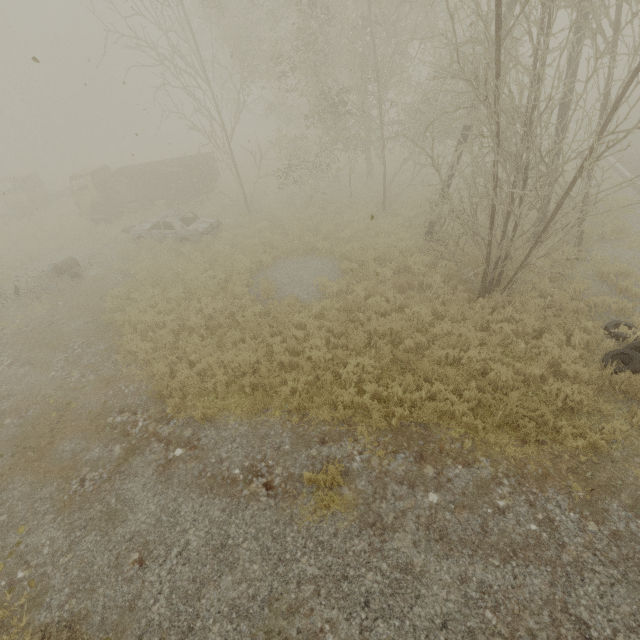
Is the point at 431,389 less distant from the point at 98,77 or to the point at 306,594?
the point at 306,594

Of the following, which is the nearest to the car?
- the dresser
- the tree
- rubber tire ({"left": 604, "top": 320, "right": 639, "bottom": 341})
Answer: the tree

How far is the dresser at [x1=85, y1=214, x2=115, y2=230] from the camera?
18.0 meters

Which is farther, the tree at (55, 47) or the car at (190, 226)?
the car at (190, 226)

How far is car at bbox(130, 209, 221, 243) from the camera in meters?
14.8

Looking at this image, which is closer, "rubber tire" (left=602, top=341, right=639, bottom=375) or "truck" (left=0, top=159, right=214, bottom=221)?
"rubber tire" (left=602, top=341, right=639, bottom=375)

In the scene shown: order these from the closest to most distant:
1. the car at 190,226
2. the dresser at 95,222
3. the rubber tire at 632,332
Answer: the rubber tire at 632,332 < the car at 190,226 < the dresser at 95,222

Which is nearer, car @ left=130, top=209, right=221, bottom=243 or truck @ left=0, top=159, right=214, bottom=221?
car @ left=130, top=209, right=221, bottom=243
